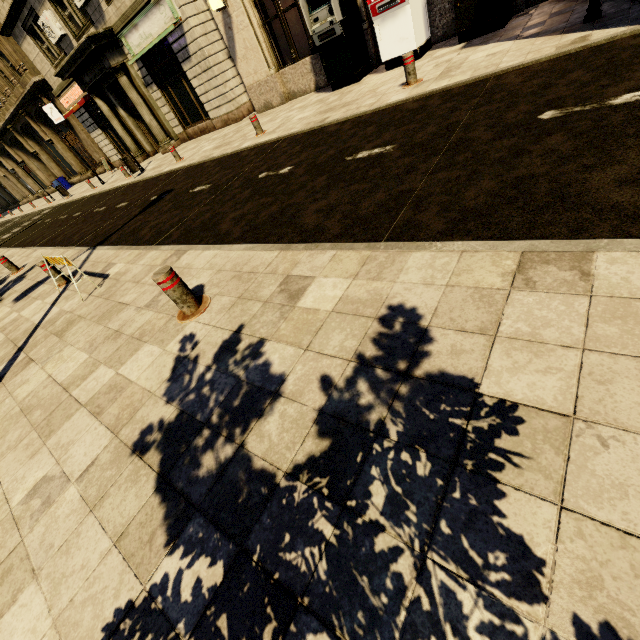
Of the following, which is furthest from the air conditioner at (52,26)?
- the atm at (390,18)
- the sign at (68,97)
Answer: the atm at (390,18)

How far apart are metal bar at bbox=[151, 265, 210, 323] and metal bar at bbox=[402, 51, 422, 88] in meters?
6.5

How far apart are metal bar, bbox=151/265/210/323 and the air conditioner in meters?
21.0 m

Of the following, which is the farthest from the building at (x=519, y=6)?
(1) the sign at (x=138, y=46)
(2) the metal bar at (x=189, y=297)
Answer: (2) the metal bar at (x=189, y=297)

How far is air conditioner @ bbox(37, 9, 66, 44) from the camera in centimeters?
1520cm

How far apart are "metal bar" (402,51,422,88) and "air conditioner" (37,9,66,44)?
18.72m

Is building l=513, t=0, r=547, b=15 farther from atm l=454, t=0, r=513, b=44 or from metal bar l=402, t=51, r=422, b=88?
metal bar l=402, t=51, r=422, b=88

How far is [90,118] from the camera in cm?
2006
